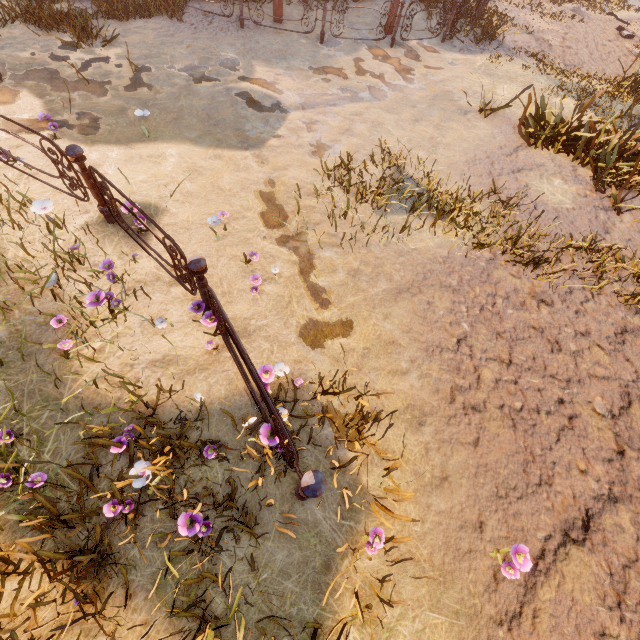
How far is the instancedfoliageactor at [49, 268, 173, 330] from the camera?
3.1 meters

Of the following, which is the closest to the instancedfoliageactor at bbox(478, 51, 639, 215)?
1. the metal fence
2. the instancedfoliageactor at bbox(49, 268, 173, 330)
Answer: the metal fence

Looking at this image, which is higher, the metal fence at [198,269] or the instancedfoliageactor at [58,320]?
the metal fence at [198,269]

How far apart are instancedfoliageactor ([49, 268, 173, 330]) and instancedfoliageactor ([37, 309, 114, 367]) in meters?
0.3 m

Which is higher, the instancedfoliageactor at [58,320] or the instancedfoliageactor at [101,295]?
the instancedfoliageactor at [101,295]

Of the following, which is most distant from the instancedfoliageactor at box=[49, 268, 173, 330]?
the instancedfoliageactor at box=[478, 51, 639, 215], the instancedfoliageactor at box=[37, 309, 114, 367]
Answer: the instancedfoliageactor at box=[478, 51, 639, 215]

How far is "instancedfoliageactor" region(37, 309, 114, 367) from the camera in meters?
3.0

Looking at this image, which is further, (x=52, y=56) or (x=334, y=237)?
(x=52, y=56)
